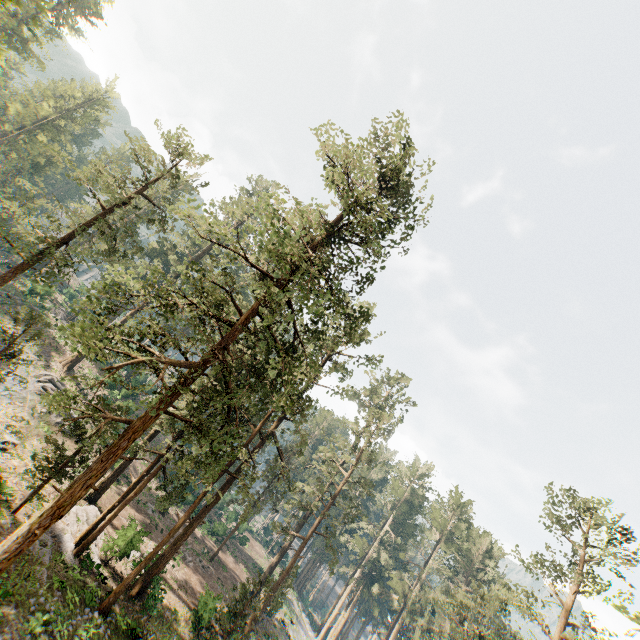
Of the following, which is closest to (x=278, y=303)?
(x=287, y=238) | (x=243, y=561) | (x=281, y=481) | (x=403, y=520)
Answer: (x=287, y=238)

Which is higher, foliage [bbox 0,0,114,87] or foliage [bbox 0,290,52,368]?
foliage [bbox 0,0,114,87]

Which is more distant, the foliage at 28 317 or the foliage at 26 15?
the foliage at 28 317

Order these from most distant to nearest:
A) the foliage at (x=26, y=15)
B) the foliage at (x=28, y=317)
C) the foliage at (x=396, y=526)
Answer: the foliage at (x=28, y=317) < the foliage at (x=396, y=526) < the foliage at (x=26, y=15)

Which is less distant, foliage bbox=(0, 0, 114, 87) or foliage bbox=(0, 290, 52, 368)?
foliage bbox=(0, 0, 114, 87)

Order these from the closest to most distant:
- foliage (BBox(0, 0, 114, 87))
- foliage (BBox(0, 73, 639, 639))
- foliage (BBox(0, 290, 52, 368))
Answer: foliage (BBox(0, 0, 114, 87))
foliage (BBox(0, 73, 639, 639))
foliage (BBox(0, 290, 52, 368))
